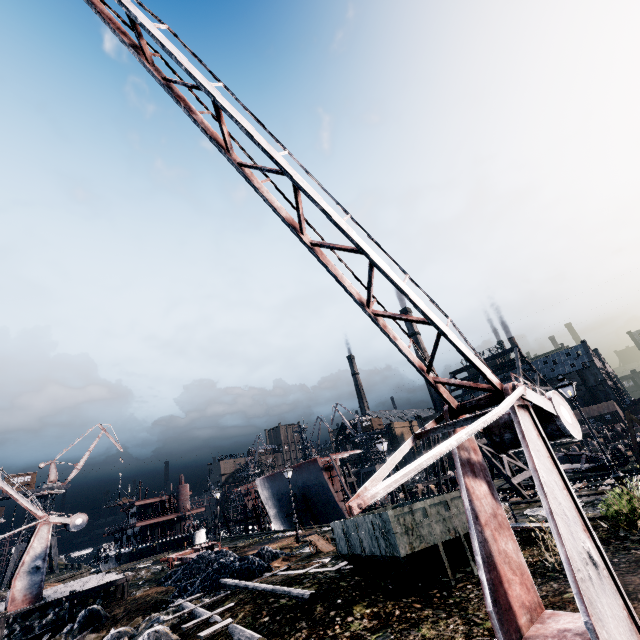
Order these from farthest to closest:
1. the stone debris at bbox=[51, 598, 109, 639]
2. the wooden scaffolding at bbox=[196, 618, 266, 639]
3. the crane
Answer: the stone debris at bbox=[51, 598, 109, 639] < the wooden scaffolding at bbox=[196, 618, 266, 639] < the crane

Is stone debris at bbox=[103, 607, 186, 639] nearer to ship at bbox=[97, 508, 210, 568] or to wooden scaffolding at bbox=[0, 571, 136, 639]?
wooden scaffolding at bbox=[0, 571, 136, 639]

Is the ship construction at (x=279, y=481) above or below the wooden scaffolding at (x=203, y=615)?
above

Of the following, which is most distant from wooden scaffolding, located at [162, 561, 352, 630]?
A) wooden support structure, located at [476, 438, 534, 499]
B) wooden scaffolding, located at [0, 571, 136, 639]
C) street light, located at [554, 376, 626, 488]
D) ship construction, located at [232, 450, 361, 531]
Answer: ship construction, located at [232, 450, 361, 531]

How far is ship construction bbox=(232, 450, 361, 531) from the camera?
36.47m

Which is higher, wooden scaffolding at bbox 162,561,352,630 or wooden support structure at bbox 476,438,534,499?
wooden support structure at bbox 476,438,534,499

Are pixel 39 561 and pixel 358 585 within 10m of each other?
no

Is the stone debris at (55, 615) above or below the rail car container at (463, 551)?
below
